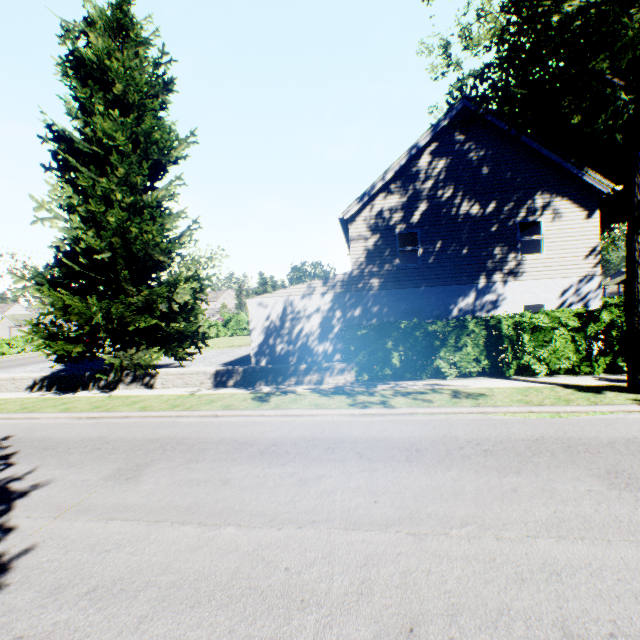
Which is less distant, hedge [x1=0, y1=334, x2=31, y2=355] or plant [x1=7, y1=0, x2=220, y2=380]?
plant [x1=7, y1=0, x2=220, y2=380]

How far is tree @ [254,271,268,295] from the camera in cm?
5872

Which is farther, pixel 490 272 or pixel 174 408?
pixel 490 272

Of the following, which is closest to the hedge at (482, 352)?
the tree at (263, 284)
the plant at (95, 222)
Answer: the tree at (263, 284)

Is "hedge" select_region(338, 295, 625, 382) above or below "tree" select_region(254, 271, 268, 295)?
below

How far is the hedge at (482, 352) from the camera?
10.4 meters

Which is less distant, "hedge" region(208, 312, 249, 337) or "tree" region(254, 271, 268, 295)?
"hedge" region(208, 312, 249, 337)
